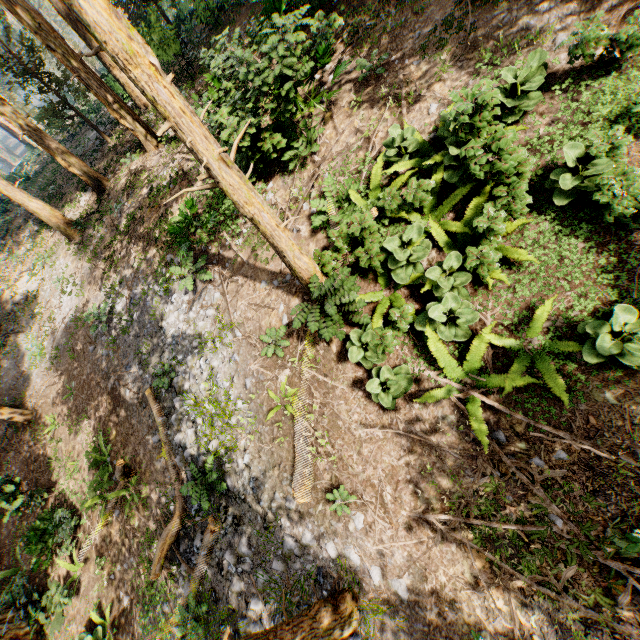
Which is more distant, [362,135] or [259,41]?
[259,41]

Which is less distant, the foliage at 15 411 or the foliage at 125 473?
the foliage at 125 473

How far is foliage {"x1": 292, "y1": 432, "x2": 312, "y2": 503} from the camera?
7.1m

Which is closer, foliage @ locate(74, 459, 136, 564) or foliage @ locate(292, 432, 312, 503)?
foliage @ locate(292, 432, 312, 503)

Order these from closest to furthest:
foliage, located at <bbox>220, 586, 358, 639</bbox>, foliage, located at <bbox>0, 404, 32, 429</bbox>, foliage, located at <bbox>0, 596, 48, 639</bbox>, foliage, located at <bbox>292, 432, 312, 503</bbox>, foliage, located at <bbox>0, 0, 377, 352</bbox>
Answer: foliage, located at <bbox>0, 0, 377, 352</bbox> < foliage, located at <bbox>220, 586, 358, 639</bbox> < foliage, located at <bbox>292, 432, 312, 503</bbox> < foliage, located at <bbox>0, 596, 48, 639</bbox> < foliage, located at <bbox>0, 404, 32, 429</bbox>

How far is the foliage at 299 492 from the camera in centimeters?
710cm
